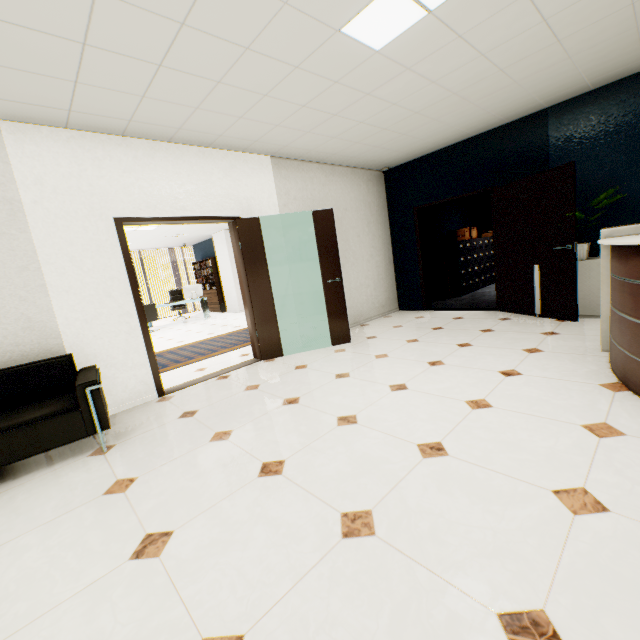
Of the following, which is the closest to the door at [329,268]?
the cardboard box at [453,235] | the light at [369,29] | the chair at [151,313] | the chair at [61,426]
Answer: the light at [369,29]

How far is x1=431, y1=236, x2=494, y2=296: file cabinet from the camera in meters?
7.8 m

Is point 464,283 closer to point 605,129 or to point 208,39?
point 605,129

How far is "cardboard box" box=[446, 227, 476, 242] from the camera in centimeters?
795cm

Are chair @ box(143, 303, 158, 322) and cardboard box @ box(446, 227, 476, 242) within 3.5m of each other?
no

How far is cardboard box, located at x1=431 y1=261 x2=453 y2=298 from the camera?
7.7m

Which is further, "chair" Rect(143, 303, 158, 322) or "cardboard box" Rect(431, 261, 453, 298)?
"chair" Rect(143, 303, 158, 322)

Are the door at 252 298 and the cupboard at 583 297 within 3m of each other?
no
